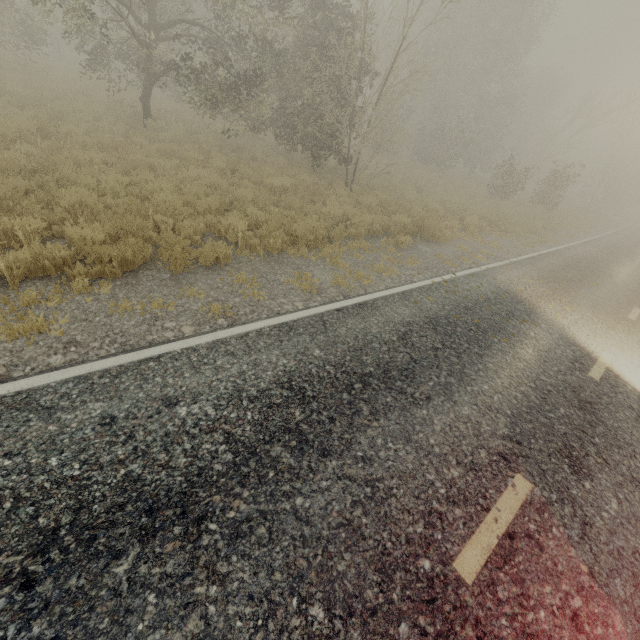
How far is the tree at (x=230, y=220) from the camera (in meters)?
6.99

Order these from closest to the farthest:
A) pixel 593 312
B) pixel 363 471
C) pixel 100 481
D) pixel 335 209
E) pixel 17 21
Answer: pixel 100 481 → pixel 363 471 → pixel 593 312 → pixel 335 209 → pixel 17 21

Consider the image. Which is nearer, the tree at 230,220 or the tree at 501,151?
the tree at 230,220

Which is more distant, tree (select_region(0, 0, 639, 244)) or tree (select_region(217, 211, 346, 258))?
tree (select_region(0, 0, 639, 244))

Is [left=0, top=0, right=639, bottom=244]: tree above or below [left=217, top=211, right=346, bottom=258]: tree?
above

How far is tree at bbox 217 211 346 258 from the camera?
7.0 meters
